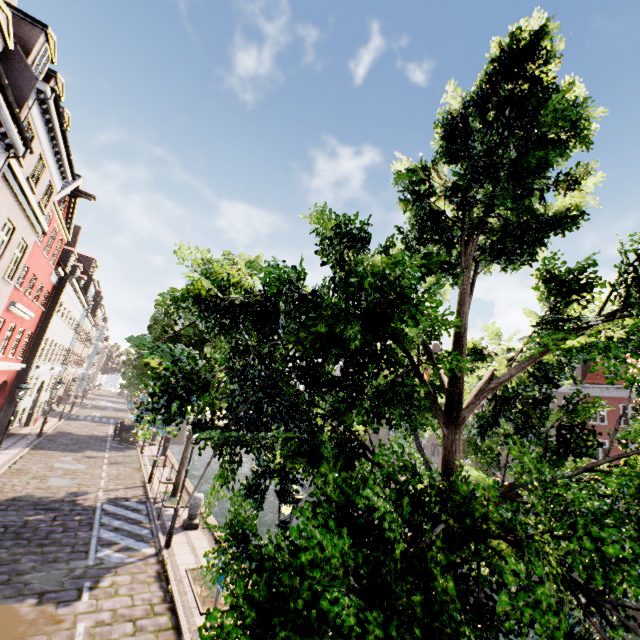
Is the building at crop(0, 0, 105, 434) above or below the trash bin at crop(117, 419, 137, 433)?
above

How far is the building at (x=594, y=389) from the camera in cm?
2594

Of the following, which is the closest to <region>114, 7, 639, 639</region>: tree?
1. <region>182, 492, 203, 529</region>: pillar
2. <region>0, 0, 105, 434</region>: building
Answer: <region>182, 492, 203, 529</region>: pillar

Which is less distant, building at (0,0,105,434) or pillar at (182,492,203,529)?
building at (0,0,105,434)

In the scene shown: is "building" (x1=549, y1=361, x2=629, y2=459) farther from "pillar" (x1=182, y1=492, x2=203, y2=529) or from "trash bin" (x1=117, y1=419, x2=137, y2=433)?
"trash bin" (x1=117, y1=419, x2=137, y2=433)

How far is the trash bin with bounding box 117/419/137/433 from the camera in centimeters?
2562cm

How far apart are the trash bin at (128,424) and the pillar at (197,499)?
17.21m

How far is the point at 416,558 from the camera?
1.8m
